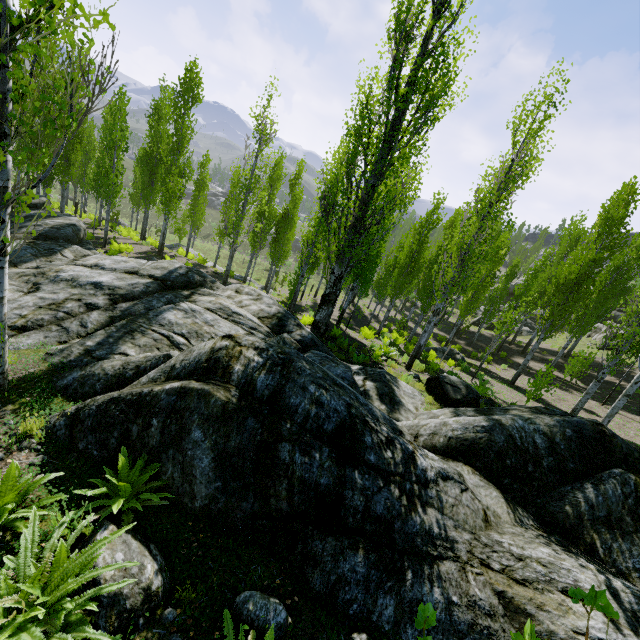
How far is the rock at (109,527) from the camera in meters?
3.3

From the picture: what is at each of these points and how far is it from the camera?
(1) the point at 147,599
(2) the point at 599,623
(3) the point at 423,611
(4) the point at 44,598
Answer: (1) rock, 3.0m
(2) rock, 3.6m
(3) instancedfoliageactor, 1.1m
(4) instancedfoliageactor, 2.7m

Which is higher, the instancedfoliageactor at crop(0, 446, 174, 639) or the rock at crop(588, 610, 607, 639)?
the rock at crop(588, 610, 607, 639)

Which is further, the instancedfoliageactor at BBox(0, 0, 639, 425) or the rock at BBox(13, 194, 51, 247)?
the rock at BBox(13, 194, 51, 247)

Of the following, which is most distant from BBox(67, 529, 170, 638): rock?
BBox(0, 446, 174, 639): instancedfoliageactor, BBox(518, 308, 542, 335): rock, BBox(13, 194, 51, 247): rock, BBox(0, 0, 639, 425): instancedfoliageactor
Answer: BBox(518, 308, 542, 335): rock

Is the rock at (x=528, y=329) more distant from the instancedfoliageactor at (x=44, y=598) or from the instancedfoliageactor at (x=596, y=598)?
the instancedfoliageactor at (x=44, y=598)

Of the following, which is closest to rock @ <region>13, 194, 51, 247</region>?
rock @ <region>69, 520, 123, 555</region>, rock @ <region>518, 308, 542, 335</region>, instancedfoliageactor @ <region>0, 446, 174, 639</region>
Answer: instancedfoliageactor @ <region>0, 446, 174, 639</region>

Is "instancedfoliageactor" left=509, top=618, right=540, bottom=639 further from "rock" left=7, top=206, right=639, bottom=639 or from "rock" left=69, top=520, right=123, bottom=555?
"rock" left=69, top=520, right=123, bottom=555
